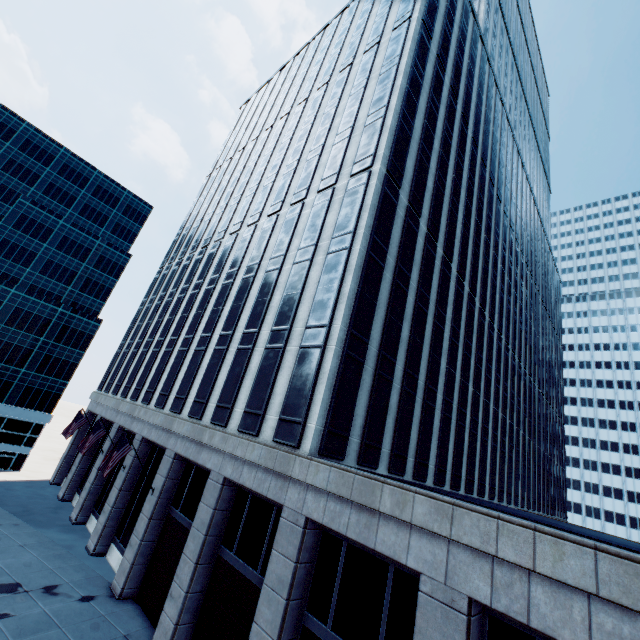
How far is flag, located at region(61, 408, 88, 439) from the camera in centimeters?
2653cm

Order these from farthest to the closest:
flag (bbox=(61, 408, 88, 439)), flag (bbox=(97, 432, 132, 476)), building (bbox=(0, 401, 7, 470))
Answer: building (bbox=(0, 401, 7, 470))
flag (bbox=(61, 408, 88, 439))
flag (bbox=(97, 432, 132, 476))

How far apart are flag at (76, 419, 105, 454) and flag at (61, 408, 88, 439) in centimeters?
570cm

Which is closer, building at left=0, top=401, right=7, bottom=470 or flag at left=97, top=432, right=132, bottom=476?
flag at left=97, top=432, right=132, bottom=476

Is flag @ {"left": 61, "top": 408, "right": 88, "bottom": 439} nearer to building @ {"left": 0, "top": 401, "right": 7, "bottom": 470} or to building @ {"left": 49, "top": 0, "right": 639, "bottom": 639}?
building @ {"left": 49, "top": 0, "right": 639, "bottom": 639}

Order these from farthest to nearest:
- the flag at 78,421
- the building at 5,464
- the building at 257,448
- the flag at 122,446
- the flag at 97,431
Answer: the building at 5,464
the flag at 78,421
the flag at 97,431
the flag at 122,446
the building at 257,448

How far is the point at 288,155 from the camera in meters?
30.8 m

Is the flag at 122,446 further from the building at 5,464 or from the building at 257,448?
the building at 5,464
